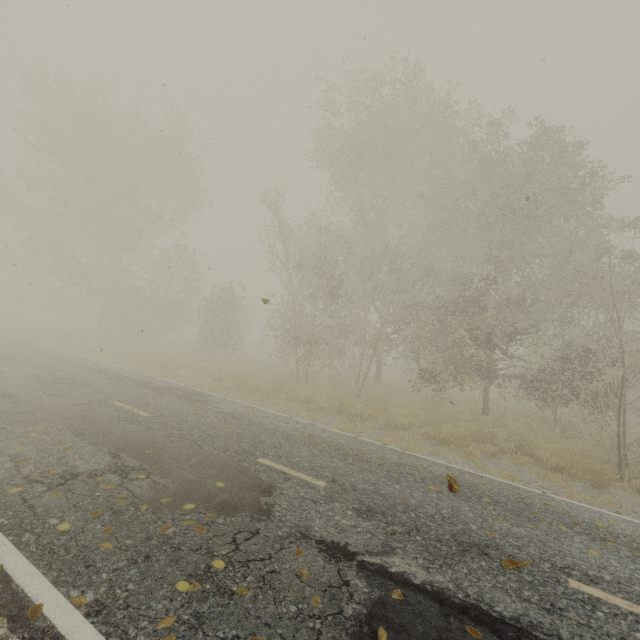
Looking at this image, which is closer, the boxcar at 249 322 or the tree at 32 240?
the tree at 32 240

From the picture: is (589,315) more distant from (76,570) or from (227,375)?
(76,570)

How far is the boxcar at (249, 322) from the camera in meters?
42.0 m

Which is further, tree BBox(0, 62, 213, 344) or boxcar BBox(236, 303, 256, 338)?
boxcar BBox(236, 303, 256, 338)

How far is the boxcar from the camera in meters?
42.0 m
